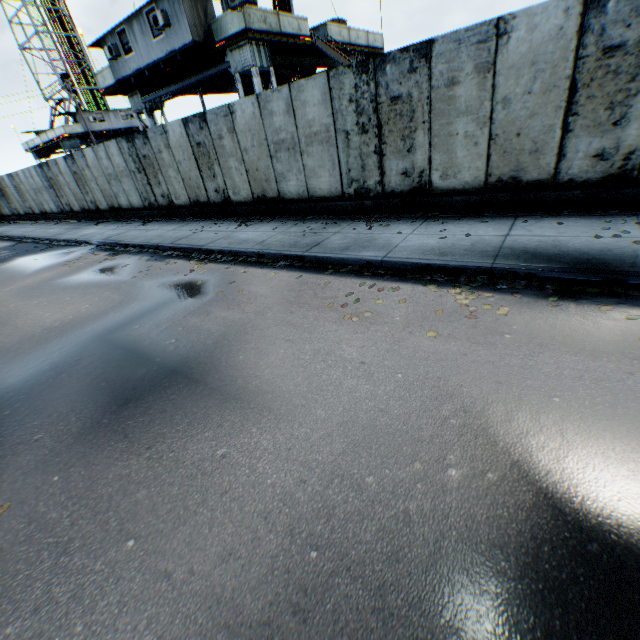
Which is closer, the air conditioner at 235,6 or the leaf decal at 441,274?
the leaf decal at 441,274

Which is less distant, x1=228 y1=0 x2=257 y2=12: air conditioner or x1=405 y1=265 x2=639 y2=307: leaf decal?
x1=405 y1=265 x2=639 y2=307: leaf decal

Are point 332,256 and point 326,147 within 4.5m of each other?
yes

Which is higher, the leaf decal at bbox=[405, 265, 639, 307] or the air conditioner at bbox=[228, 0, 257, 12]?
the air conditioner at bbox=[228, 0, 257, 12]

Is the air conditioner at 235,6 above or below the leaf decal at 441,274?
above
